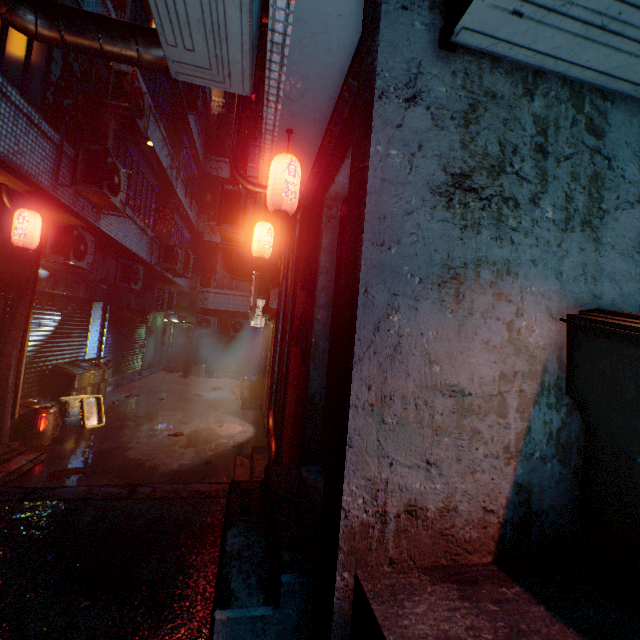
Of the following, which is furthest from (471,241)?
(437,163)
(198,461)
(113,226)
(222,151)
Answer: (222,151)

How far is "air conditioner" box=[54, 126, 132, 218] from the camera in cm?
479

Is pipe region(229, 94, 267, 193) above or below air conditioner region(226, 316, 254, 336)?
above

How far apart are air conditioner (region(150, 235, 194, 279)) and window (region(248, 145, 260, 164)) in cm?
665

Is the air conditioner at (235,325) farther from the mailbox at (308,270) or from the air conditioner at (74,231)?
the mailbox at (308,270)

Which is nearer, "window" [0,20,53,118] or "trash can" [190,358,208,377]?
"window" [0,20,53,118]

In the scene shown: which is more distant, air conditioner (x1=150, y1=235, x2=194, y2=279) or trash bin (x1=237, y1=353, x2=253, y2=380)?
trash bin (x1=237, y1=353, x2=253, y2=380)

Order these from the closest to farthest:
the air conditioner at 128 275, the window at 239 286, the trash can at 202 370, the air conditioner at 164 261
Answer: the air conditioner at 128 275 < the air conditioner at 164 261 < the trash can at 202 370 < the window at 239 286
